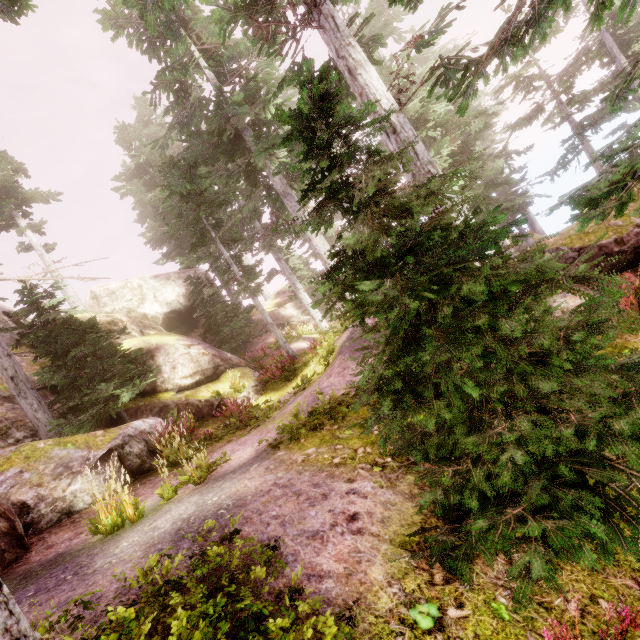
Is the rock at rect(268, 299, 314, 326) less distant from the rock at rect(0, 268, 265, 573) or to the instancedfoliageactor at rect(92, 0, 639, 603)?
the instancedfoliageactor at rect(92, 0, 639, 603)

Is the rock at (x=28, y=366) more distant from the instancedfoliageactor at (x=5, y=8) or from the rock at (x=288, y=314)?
the rock at (x=288, y=314)

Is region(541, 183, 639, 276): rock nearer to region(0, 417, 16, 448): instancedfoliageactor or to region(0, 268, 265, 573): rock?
region(0, 417, 16, 448): instancedfoliageactor

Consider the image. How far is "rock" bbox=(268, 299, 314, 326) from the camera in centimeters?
2588cm

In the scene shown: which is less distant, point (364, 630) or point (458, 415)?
point (364, 630)

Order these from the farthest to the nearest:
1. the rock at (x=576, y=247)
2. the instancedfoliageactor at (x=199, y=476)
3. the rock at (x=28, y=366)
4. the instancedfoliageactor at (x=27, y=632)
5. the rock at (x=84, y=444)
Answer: the rock at (x=28, y=366) < the rock at (x=576, y=247) < the rock at (x=84, y=444) < the instancedfoliageactor at (x=199, y=476) < the instancedfoliageactor at (x=27, y=632)

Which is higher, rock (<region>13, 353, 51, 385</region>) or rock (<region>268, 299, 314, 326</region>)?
rock (<region>13, 353, 51, 385</region>)
